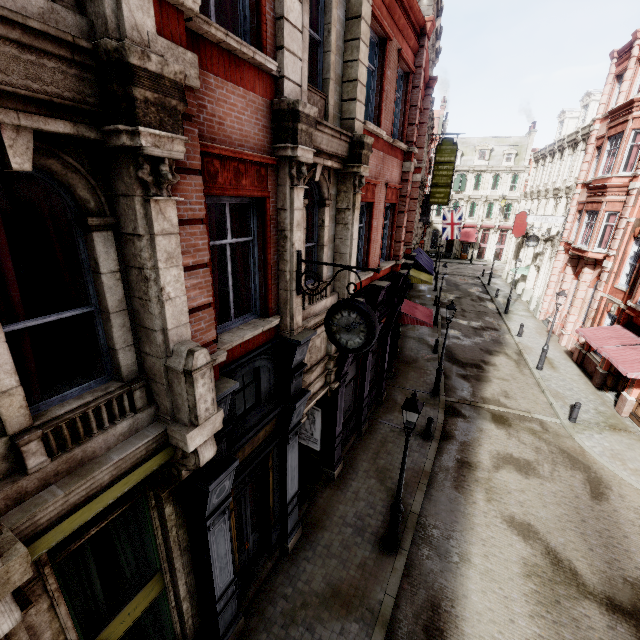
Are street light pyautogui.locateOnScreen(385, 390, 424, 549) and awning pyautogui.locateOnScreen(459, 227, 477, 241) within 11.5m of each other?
no

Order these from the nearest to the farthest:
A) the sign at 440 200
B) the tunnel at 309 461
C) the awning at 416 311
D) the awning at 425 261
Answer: the tunnel at 309 461
the awning at 416 311
the sign at 440 200
the awning at 425 261

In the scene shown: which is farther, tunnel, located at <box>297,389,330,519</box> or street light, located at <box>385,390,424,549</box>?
tunnel, located at <box>297,389,330,519</box>

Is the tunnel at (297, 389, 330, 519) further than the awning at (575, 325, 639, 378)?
No

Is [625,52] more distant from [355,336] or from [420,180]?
[355,336]

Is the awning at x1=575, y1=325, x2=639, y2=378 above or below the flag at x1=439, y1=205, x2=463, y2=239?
below

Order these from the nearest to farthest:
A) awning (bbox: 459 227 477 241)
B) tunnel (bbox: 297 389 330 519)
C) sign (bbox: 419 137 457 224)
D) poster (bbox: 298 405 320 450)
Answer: tunnel (bbox: 297 389 330 519) < poster (bbox: 298 405 320 450) < sign (bbox: 419 137 457 224) < awning (bbox: 459 227 477 241)

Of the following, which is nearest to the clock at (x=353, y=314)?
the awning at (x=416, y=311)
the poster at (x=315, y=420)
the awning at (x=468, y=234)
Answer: the poster at (x=315, y=420)
